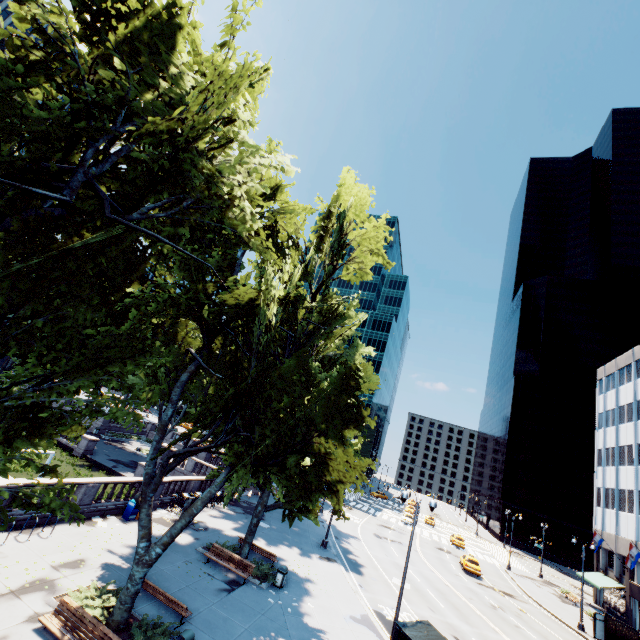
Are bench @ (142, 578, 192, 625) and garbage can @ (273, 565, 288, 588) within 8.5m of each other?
yes

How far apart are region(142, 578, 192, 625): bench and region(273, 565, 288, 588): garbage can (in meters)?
6.83

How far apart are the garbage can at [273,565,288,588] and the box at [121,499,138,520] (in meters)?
9.64

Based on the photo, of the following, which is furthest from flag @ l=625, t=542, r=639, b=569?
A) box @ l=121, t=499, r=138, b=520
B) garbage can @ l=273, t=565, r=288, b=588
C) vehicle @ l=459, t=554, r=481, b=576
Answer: box @ l=121, t=499, r=138, b=520

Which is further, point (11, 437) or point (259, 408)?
point (259, 408)

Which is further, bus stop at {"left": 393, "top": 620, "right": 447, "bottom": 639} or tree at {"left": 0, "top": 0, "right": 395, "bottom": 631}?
bus stop at {"left": 393, "top": 620, "right": 447, "bottom": 639}

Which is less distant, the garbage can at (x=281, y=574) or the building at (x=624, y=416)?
the garbage can at (x=281, y=574)

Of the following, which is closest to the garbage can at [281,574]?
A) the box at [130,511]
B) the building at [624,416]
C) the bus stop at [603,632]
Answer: the box at [130,511]
